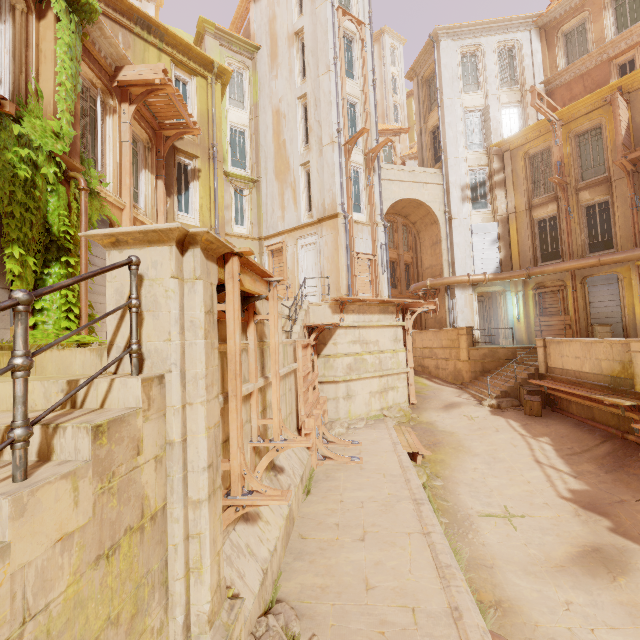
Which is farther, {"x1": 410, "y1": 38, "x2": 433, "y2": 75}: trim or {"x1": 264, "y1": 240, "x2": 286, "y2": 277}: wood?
{"x1": 410, "y1": 38, "x2": 433, "y2": 75}: trim

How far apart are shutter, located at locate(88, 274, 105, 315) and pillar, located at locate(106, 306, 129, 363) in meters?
6.6 m

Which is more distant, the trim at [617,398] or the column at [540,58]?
the column at [540,58]

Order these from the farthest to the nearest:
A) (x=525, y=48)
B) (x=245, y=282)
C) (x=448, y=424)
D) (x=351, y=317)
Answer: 1. (x=525, y=48)
2. (x=351, y=317)
3. (x=448, y=424)
4. (x=245, y=282)

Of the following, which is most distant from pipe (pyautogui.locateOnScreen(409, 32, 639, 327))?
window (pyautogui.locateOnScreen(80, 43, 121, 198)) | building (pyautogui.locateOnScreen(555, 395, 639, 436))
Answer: window (pyautogui.locateOnScreen(80, 43, 121, 198))

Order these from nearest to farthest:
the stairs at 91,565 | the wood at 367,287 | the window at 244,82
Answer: the stairs at 91,565 → the wood at 367,287 → the window at 244,82

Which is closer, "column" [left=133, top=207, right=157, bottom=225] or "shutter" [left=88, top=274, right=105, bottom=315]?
"shutter" [left=88, top=274, right=105, bottom=315]

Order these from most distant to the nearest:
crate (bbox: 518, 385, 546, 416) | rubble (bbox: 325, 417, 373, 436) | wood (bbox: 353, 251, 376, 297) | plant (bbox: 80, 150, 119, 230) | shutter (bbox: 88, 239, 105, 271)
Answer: wood (bbox: 353, 251, 376, 297), crate (bbox: 518, 385, 546, 416), rubble (bbox: 325, 417, 373, 436), shutter (bbox: 88, 239, 105, 271), plant (bbox: 80, 150, 119, 230)
